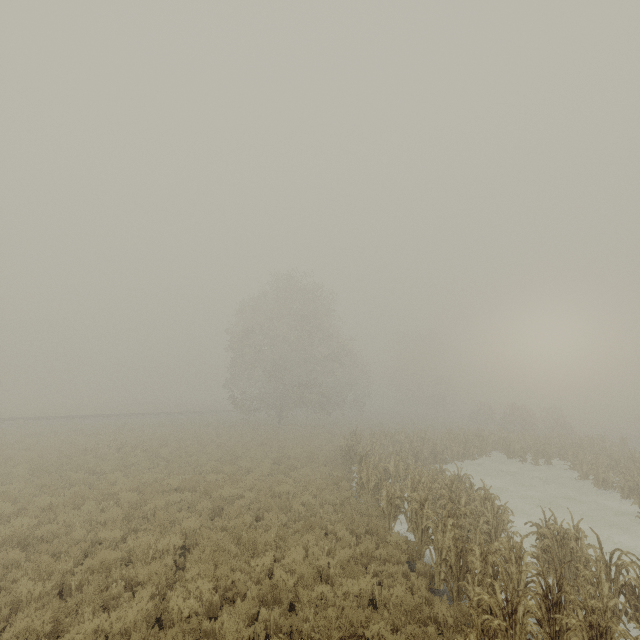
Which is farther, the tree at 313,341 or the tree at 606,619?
the tree at 313,341

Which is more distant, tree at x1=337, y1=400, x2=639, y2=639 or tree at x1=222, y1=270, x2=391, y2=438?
tree at x1=222, y1=270, x2=391, y2=438

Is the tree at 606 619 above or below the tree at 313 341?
below

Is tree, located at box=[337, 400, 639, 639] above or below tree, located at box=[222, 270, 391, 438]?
below

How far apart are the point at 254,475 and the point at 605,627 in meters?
13.0

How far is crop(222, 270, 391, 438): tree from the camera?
33.1m
